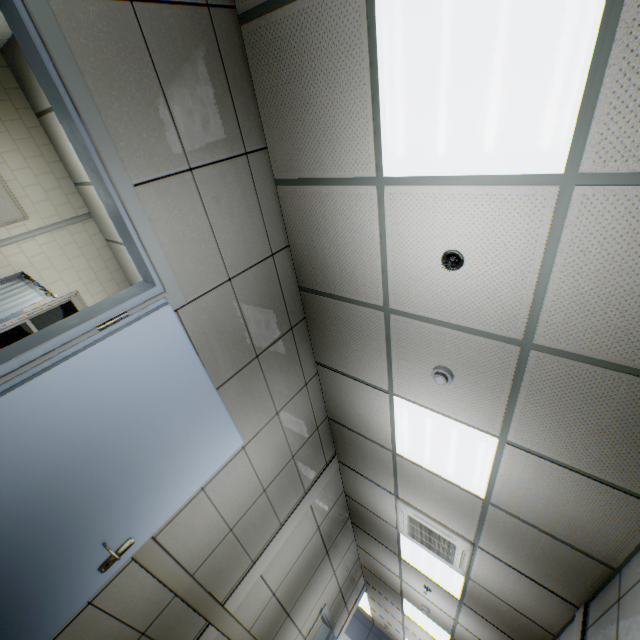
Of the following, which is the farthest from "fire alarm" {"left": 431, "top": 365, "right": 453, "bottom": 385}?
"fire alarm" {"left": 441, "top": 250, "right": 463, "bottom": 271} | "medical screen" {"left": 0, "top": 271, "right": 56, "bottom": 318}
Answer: "medical screen" {"left": 0, "top": 271, "right": 56, "bottom": 318}

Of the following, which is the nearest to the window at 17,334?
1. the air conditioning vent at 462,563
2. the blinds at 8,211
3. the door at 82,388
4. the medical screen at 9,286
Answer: the medical screen at 9,286

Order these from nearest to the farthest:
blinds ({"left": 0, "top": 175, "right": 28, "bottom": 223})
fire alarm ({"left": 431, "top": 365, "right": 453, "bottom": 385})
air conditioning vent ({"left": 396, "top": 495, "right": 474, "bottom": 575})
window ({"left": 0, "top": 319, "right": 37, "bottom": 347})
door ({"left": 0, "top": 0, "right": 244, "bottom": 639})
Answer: door ({"left": 0, "top": 0, "right": 244, "bottom": 639}) < fire alarm ({"left": 431, "top": 365, "right": 453, "bottom": 385}) < air conditioning vent ({"left": 396, "top": 495, "right": 474, "bottom": 575}) < blinds ({"left": 0, "top": 175, "right": 28, "bottom": 223}) < window ({"left": 0, "top": 319, "right": 37, "bottom": 347})

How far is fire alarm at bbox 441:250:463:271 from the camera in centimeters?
200cm

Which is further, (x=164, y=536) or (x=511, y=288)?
(x=164, y=536)

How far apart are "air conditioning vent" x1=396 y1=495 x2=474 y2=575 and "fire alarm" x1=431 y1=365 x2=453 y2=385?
2.4 meters

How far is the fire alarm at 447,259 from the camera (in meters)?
2.00

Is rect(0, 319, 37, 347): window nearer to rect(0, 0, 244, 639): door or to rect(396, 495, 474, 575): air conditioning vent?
rect(0, 0, 244, 639): door
